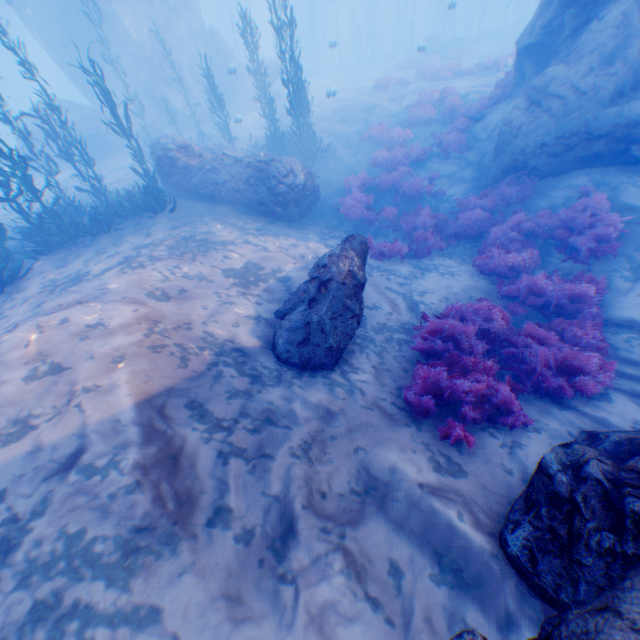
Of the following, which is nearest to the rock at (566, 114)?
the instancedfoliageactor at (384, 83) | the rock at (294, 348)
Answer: the rock at (294, 348)

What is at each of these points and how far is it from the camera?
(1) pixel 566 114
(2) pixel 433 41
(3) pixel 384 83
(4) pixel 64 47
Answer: (1) rock, 9.2 meters
(2) rock, 30.6 meters
(3) instancedfoliageactor, 21.5 meters
(4) rock, 23.1 meters

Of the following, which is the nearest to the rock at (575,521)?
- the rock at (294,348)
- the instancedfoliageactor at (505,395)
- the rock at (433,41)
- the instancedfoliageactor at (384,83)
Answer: the instancedfoliageactor at (505,395)

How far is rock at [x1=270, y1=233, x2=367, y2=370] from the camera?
5.4m

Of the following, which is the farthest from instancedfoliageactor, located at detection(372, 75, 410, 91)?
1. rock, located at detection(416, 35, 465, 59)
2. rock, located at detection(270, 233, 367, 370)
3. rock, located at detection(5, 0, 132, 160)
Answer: rock, located at detection(270, 233, 367, 370)

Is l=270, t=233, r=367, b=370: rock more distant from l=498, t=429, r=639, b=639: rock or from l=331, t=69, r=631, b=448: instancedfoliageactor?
l=498, t=429, r=639, b=639: rock

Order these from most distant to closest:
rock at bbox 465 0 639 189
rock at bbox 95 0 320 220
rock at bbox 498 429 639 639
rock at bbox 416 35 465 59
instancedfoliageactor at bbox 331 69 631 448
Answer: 1. rock at bbox 416 35 465 59
2. rock at bbox 95 0 320 220
3. rock at bbox 465 0 639 189
4. instancedfoliageactor at bbox 331 69 631 448
5. rock at bbox 498 429 639 639

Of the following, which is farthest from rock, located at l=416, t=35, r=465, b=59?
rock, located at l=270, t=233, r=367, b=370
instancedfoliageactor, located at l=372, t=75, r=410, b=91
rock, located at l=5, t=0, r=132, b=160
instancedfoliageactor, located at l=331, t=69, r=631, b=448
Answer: rock, located at l=270, t=233, r=367, b=370
